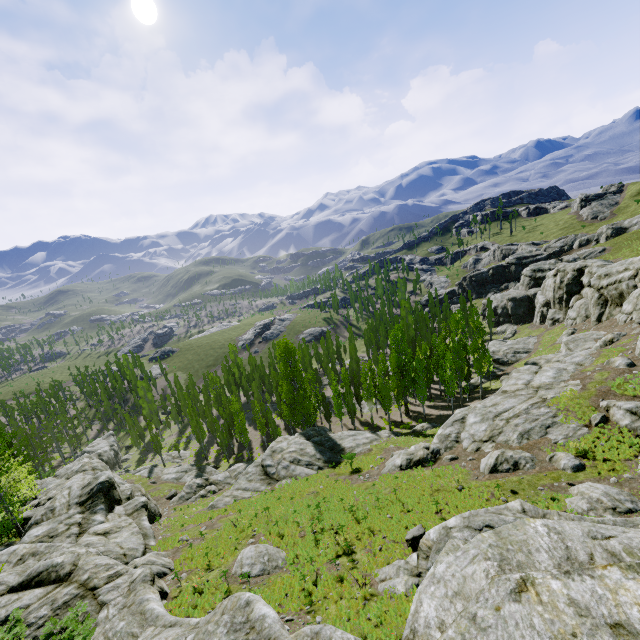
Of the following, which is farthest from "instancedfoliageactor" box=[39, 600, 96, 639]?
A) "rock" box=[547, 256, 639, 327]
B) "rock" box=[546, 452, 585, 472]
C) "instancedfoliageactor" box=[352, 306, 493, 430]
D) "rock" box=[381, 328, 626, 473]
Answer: "rock" box=[546, 452, 585, 472]

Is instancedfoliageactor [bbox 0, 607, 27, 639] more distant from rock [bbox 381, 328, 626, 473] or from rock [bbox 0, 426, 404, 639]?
rock [bbox 381, 328, 626, 473]

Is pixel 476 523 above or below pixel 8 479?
above

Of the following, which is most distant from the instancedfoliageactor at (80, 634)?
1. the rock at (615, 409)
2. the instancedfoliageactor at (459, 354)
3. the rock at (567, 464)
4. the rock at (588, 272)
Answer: the rock at (615, 409)

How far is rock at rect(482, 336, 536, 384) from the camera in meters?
52.2 m

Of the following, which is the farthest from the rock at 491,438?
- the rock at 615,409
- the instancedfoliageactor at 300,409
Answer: the instancedfoliageactor at 300,409

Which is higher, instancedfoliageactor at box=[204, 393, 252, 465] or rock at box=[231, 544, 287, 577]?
rock at box=[231, 544, 287, 577]
